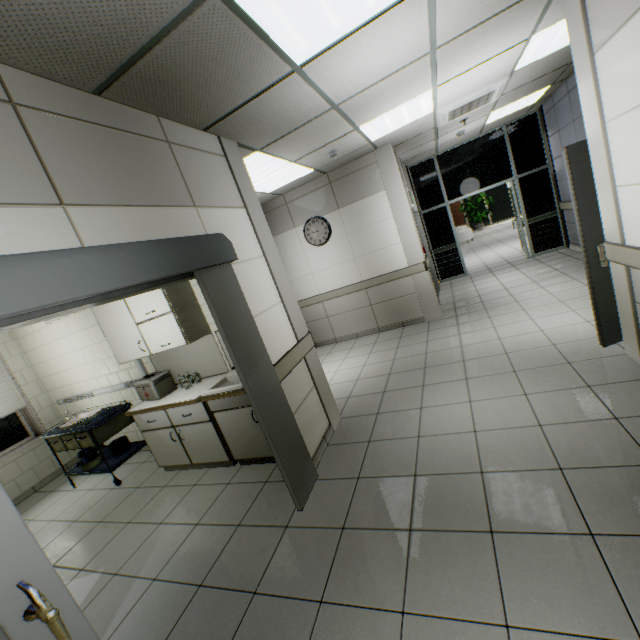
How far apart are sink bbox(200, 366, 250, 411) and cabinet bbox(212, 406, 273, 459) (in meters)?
0.02

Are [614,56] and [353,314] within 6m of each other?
yes

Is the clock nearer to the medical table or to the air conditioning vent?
the air conditioning vent

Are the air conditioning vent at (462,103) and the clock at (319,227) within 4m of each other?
yes

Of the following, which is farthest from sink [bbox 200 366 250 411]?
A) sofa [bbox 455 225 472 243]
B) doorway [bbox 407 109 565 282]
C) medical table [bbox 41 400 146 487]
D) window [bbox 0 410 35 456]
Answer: sofa [bbox 455 225 472 243]

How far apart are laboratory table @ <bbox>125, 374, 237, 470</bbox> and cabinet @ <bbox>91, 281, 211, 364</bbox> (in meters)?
0.54

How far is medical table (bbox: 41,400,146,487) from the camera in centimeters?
416cm

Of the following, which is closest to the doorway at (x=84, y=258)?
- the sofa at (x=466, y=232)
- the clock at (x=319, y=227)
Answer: the clock at (x=319, y=227)
